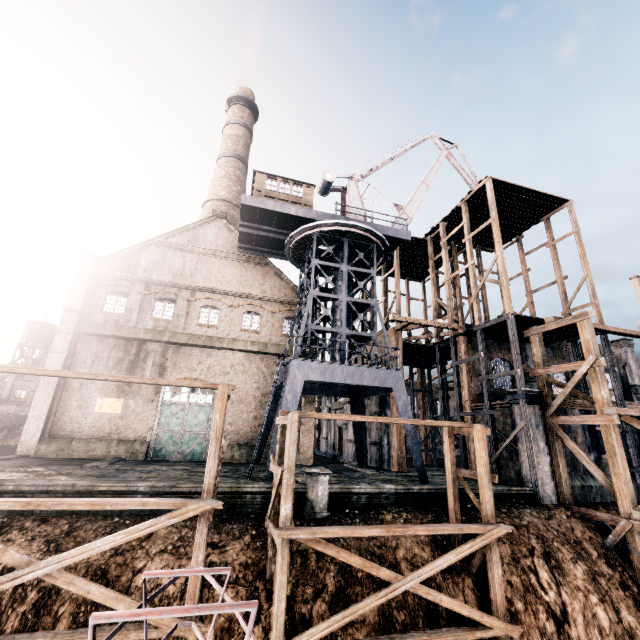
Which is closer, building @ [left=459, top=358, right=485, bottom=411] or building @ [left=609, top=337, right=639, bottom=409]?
building @ [left=459, top=358, right=485, bottom=411]

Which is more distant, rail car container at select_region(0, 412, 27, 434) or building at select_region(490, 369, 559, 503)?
rail car container at select_region(0, 412, 27, 434)

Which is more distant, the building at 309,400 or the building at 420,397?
the building at 420,397

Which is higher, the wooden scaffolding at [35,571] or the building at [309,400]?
the building at [309,400]

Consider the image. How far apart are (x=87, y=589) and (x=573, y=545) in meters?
20.1 m

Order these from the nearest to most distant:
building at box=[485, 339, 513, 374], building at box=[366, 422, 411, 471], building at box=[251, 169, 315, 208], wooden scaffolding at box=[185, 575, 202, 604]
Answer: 1. wooden scaffolding at box=[185, 575, 202, 604]
2. building at box=[251, 169, 315, 208]
3. building at box=[366, 422, 411, 471]
4. building at box=[485, 339, 513, 374]

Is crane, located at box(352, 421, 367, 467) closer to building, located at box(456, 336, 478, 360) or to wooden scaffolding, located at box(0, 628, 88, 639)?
building, located at box(456, 336, 478, 360)

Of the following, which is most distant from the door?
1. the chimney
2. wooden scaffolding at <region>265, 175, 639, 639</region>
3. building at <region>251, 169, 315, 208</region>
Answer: wooden scaffolding at <region>265, 175, 639, 639</region>
